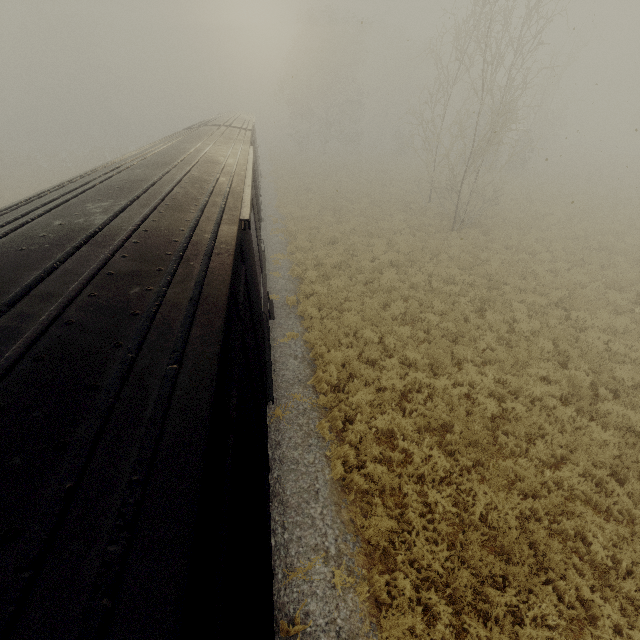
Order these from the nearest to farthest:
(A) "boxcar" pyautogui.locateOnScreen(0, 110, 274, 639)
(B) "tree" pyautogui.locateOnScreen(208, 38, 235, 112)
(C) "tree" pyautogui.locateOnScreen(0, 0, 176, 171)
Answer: (A) "boxcar" pyautogui.locateOnScreen(0, 110, 274, 639), (C) "tree" pyautogui.locateOnScreen(0, 0, 176, 171), (B) "tree" pyautogui.locateOnScreen(208, 38, 235, 112)

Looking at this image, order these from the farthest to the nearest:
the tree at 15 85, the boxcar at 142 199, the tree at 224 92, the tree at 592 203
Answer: the tree at 224 92, the tree at 15 85, the tree at 592 203, the boxcar at 142 199

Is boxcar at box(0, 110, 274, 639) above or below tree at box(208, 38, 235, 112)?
below

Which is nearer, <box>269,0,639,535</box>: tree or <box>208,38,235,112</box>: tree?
<box>269,0,639,535</box>: tree

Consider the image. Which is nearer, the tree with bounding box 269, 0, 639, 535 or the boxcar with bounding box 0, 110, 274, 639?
the boxcar with bounding box 0, 110, 274, 639

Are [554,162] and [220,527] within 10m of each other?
no

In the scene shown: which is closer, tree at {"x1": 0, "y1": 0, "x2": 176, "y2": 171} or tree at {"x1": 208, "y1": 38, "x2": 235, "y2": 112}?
tree at {"x1": 0, "y1": 0, "x2": 176, "y2": 171}

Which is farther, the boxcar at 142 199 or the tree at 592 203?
the tree at 592 203
